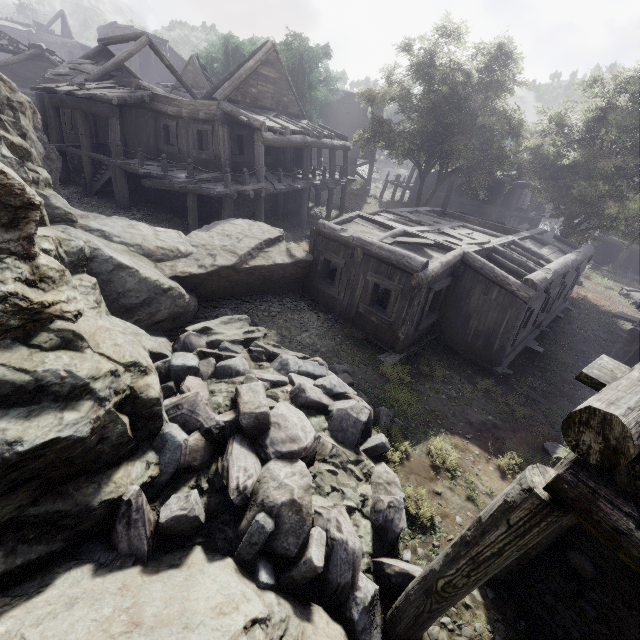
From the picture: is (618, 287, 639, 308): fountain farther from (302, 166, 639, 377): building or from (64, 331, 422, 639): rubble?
(64, 331, 422, 639): rubble

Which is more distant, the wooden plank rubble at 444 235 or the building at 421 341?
the wooden plank rubble at 444 235

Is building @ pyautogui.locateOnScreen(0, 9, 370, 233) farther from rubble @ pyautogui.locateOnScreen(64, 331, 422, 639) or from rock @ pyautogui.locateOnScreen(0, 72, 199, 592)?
rubble @ pyautogui.locateOnScreen(64, 331, 422, 639)

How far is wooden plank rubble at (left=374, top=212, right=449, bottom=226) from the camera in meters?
13.0

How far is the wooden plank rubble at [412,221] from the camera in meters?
13.0 m

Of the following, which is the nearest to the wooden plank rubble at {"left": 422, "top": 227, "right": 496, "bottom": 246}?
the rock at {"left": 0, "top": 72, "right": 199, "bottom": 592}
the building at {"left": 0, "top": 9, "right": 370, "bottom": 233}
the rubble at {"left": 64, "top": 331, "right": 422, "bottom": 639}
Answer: the building at {"left": 0, "top": 9, "right": 370, "bottom": 233}

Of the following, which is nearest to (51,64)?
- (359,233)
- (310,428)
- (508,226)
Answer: (359,233)

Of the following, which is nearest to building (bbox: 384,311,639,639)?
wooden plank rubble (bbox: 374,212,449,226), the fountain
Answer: wooden plank rubble (bbox: 374,212,449,226)
